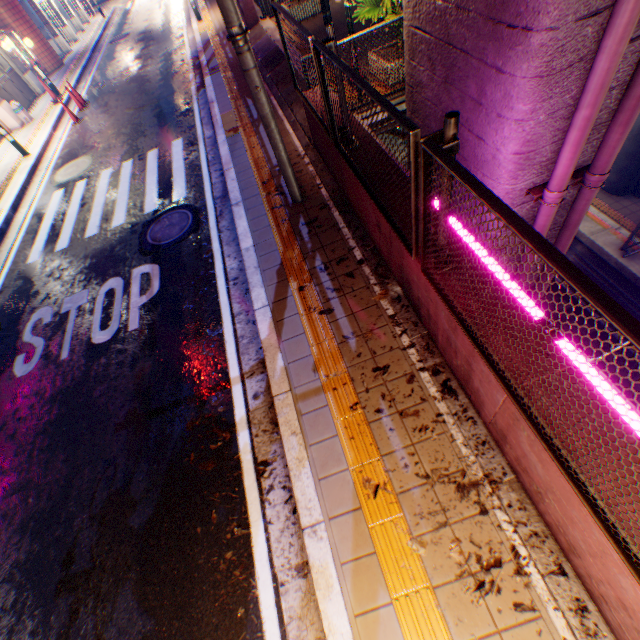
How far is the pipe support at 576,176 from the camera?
4.00m

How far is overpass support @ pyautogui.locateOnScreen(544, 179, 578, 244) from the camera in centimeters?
445cm

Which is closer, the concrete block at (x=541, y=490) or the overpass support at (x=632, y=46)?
the concrete block at (x=541, y=490)

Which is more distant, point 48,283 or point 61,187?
point 61,187

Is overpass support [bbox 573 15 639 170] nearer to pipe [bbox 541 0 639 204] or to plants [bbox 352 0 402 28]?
pipe [bbox 541 0 639 204]

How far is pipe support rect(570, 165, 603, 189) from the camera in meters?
4.0

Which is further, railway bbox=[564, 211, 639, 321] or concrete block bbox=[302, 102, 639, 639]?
railway bbox=[564, 211, 639, 321]

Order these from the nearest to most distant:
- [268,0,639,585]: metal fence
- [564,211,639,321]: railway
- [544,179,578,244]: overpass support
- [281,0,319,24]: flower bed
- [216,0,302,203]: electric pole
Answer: [268,0,639,585]: metal fence < [216,0,302,203]: electric pole < [544,179,578,244]: overpass support < [564,211,639,321]: railway < [281,0,319,24]: flower bed
